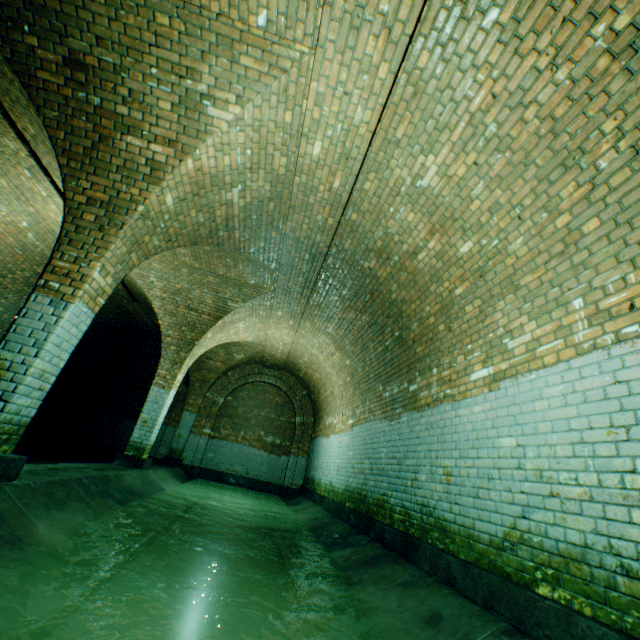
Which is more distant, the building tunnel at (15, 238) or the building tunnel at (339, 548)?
the building tunnel at (15, 238)

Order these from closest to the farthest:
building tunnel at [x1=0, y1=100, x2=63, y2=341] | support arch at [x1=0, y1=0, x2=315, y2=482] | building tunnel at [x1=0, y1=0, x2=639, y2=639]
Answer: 1. building tunnel at [x1=0, y1=0, x2=639, y2=639]
2. support arch at [x1=0, y1=0, x2=315, y2=482]
3. building tunnel at [x1=0, y1=100, x2=63, y2=341]

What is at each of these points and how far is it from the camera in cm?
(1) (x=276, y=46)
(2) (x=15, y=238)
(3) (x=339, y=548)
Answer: (1) support arch, 320
(2) building tunnel, 719
(3) building tunnel, 474

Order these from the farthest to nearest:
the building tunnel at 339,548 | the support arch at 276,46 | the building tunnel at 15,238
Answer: the building tunnel at 15,238
the support arch at 276,46
the building tunnel at 339,548

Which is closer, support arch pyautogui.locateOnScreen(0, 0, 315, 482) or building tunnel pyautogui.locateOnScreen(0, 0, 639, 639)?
building tunnel pyautogui.locateOnScreen(0, 0, 639, 639)

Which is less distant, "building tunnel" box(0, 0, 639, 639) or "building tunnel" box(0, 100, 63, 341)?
"building tunnel" box(0, 0, 639, 639)
